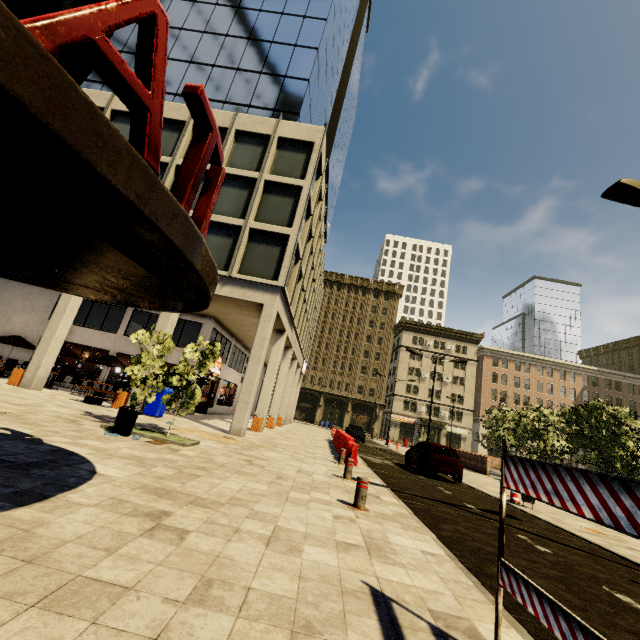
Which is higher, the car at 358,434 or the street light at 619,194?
the street light at 619,194

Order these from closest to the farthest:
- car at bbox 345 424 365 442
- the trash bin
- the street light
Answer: the street light, the trash bin, car at bbox 345 424 365 442

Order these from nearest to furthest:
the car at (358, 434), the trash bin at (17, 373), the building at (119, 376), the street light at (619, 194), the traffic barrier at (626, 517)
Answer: the traffic barrier at (626, 517)
the street light at (619, 194)
the trash bin at (17, 373)
the building at (119, 376)
the car at (358, 434)

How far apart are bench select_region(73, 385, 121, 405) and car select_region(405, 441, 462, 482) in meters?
13.8 m

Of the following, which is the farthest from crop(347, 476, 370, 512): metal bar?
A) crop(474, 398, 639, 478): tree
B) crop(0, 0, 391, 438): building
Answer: crop(474, 398, 639, 478): tree

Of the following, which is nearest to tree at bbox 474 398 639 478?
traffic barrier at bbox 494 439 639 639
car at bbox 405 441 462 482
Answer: car at bbox 405 441 462 482

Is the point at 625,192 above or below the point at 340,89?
below

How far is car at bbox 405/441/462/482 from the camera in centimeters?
1389cm
